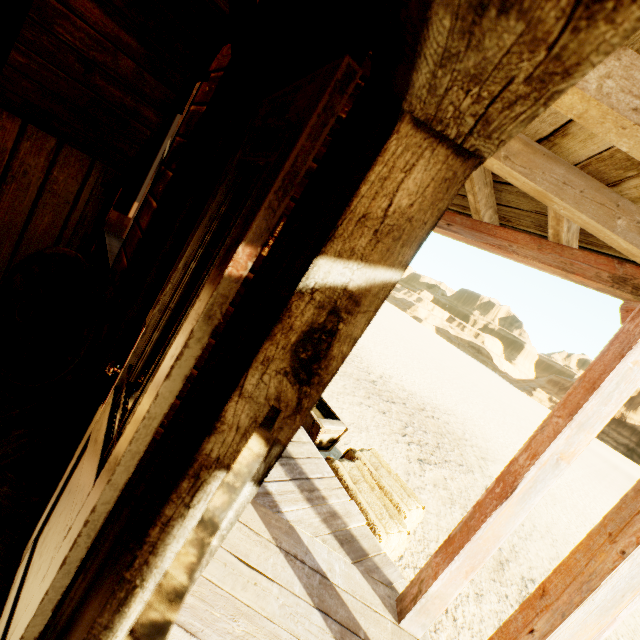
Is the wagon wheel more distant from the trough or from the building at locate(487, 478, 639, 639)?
the trough

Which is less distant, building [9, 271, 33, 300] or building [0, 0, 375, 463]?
building [0, 0, 375, 463]

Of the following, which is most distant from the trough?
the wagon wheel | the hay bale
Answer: the wagon wheel

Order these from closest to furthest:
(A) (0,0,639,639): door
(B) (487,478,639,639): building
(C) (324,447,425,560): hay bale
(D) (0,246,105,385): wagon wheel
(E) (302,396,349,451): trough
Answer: (A) (0,0,639,639): door < (B) (487,478,639,639): building < (D) (0,246,105,385): wagon wheel < (C) (324,447,425,560): hay bale < (E) (302,396,349,451): trough

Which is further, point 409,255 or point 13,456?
point 13,456

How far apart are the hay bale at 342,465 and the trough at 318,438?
0.2m

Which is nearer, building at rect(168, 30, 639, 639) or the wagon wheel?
building at rect(168, 30, 639, 639)

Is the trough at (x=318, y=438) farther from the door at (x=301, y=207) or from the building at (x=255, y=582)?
the door at (x=301, y=207)
